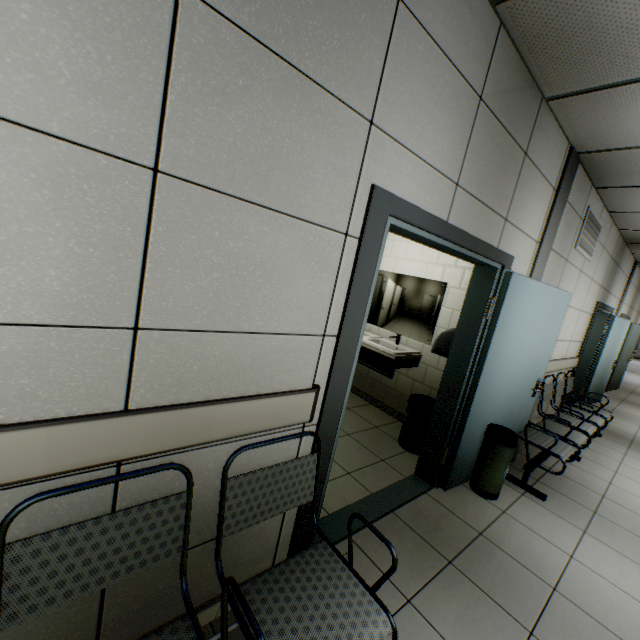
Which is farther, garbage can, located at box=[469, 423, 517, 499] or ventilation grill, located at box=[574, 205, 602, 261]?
ventilation grill, located at box=[574, 205, 602, 261]

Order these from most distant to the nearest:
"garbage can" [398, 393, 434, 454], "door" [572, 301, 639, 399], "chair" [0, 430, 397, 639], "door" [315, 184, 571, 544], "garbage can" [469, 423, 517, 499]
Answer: "door" [572, 301, 639, 399]
"garbage can" [398, 393, 434, 454]
"garbage can" [469, 423, 517, 499]
"door" [315, 184, 571, 544]
"chair" [0, 430, 397, 639]

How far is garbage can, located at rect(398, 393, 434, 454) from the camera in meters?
3.4

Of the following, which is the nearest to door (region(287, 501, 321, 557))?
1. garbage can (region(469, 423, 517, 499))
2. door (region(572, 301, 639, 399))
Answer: garbage can (region(469, 423, 517, 499))

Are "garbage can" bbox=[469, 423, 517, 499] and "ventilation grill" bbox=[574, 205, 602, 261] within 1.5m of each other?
no

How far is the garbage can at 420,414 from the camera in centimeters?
344cm

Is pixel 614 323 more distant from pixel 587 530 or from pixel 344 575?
pixel 344 575

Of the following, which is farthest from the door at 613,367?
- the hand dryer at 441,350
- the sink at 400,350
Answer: the hand dryer at 441,350
